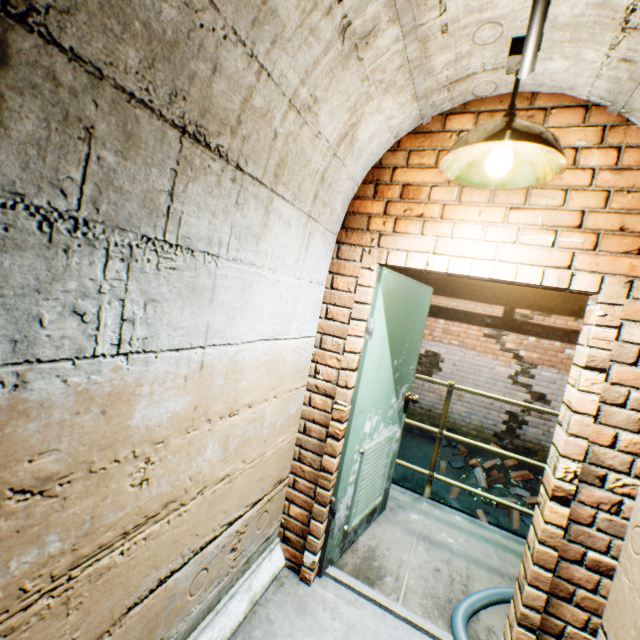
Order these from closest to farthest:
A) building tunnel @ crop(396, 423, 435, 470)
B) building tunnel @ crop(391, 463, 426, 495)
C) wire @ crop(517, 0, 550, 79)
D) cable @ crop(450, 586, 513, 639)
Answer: wire @ crop(517, 0, 550, 79) < cable @ crop(450, 586, 513, 639) < building tunnel @ crop(391, 463, 426, 495) < building tunnel @ crop(396, 423, 435, 470)

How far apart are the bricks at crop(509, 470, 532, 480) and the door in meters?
3.1 m

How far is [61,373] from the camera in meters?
0.8

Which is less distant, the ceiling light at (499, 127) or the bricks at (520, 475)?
the ceiling light at (499, 127)

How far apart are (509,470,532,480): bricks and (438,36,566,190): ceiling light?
5.1m

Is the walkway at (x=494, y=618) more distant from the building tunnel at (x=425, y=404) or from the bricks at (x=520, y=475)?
the bricks at (x=520, y=475)

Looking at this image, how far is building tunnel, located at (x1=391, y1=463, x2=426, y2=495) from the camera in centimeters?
509cm

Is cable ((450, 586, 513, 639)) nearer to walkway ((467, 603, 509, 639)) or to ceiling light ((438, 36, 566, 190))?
walkway ((467, 603, 509, 639))
